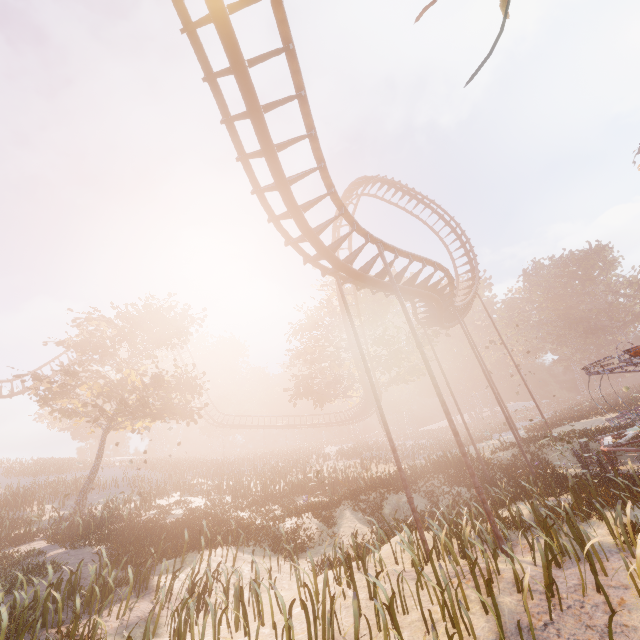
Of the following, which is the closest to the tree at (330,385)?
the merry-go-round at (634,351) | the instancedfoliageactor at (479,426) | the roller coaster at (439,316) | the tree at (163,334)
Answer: the roller coaster at (439,316)

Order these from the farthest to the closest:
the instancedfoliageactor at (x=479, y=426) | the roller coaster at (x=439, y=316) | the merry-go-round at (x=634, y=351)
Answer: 1. the instancedfoliageactor at (x=479, y=426)
2. the merry-go-round at (x=634, y=351)
3. the roller coaster at (x=439, y=316)

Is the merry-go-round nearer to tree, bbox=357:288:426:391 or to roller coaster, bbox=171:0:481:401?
roller coaster, bbox=171:0:481:401

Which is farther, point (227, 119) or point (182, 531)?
point (182, 531)

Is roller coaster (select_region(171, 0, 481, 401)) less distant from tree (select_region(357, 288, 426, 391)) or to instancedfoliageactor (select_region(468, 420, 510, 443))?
tree (select_region(357, 288, 426, 391))

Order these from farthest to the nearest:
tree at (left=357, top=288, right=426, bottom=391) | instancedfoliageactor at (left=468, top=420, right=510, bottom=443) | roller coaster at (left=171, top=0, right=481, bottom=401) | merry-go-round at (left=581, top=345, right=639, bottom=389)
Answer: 1. instancedfoliageactor at (left=468, top=420, right=510, bottom=443)
2. tree at (left=357, top=288, right=426, bottom=391)
3. merry-go-round at (left=581, top=345, right=639, bottom=389)
4. roller coaster at (left=171, top=0, right=481, bottom=401)

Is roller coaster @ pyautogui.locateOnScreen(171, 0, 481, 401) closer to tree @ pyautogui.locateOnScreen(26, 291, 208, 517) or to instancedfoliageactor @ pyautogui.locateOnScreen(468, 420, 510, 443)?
tree @ pyautogui.locateOnScreen(26, 291, 208, 517)

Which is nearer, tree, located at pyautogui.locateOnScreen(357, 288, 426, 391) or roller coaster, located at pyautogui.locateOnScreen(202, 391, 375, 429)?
tree, located at pyautogui.locateOnScreen(357, 288, 426, 391)
